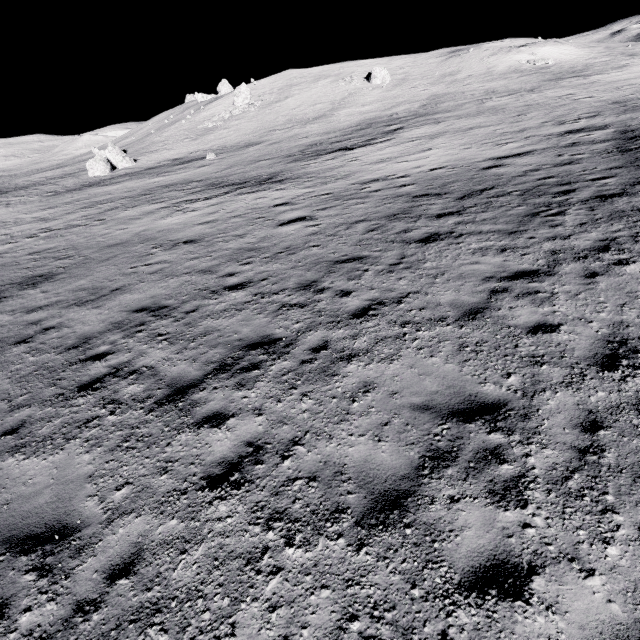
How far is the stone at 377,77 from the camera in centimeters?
5091cm

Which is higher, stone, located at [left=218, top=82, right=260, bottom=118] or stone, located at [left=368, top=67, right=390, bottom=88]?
stone, located at [left=218, top=82, right=260, bottom=118]

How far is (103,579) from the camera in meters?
3.5 m

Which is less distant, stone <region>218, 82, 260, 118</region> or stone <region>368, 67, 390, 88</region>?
stone <region>368, 67, 390, 88</region>

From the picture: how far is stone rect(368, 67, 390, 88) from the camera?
50.91m

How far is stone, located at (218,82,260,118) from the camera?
54.48m

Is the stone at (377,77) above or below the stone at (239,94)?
below
